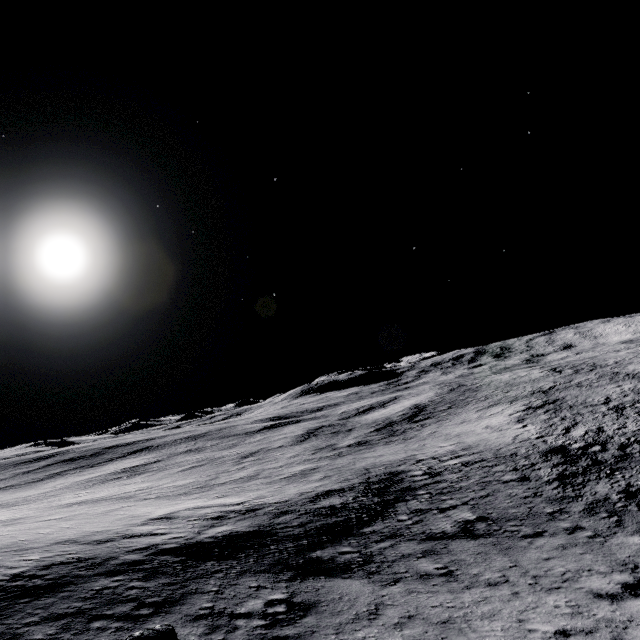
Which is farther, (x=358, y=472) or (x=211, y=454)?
(x=211, y=454)
